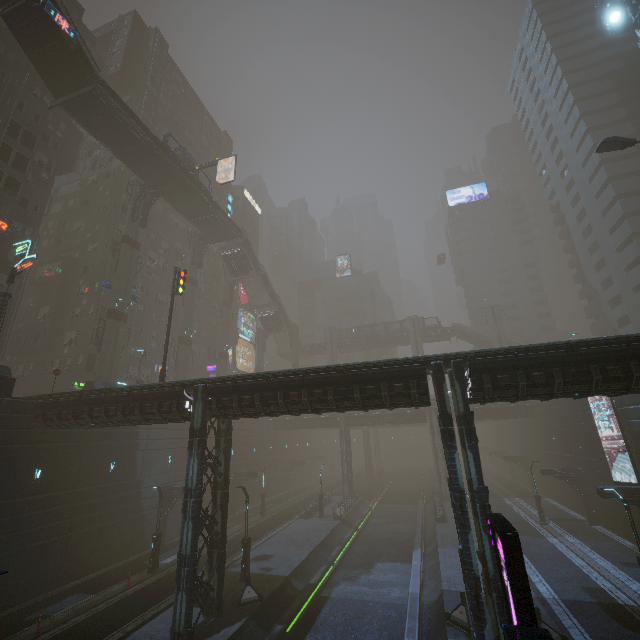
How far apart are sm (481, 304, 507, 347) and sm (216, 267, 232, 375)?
45.1m

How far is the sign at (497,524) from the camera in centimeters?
880cm

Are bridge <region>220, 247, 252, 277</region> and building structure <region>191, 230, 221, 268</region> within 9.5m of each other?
yes

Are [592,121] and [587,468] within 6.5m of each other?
no

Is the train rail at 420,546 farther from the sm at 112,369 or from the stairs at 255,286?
the stairs at 255,286

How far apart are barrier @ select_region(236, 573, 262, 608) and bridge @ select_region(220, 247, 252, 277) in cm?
4092

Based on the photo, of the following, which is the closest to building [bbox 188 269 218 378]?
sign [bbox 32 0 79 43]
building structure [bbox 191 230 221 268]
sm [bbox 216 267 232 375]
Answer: sm [bbox 216 267 232 375]
